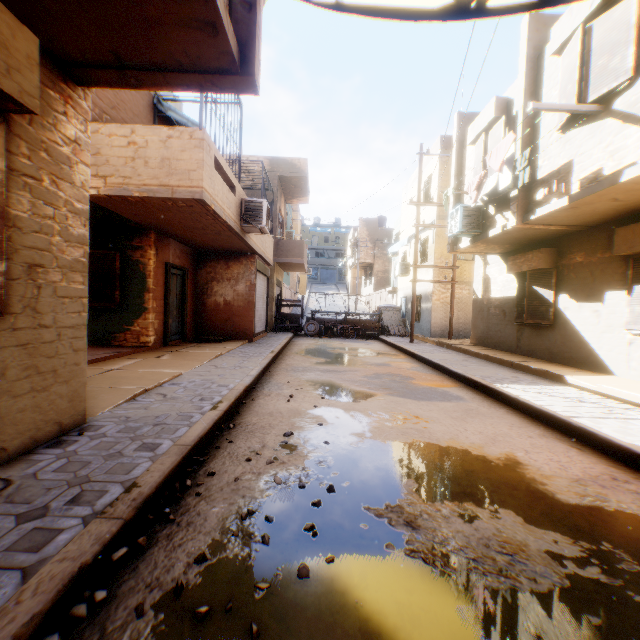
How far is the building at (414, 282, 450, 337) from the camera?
15.96m

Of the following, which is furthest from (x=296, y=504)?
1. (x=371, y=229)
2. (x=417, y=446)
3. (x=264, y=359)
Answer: (x=371, y=229)

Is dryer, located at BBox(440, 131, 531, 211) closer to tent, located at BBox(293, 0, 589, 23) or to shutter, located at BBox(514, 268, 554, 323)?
shutter, located at BBox(514, 268, 554, 323)

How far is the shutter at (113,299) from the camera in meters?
8.9 m

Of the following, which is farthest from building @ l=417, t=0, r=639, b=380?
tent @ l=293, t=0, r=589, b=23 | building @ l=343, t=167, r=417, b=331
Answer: building @ l=343, t=167, r=417, b=331

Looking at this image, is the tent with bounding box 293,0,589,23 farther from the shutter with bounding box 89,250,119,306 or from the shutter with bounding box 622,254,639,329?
the shutter with bounding box 89,250,119,306

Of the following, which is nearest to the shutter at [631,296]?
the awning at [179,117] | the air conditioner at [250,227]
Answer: the air conditioner at [250,227]

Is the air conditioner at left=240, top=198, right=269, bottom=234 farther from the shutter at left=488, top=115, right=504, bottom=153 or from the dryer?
the shutter at left=488, top=115, right=504, bottom=153
